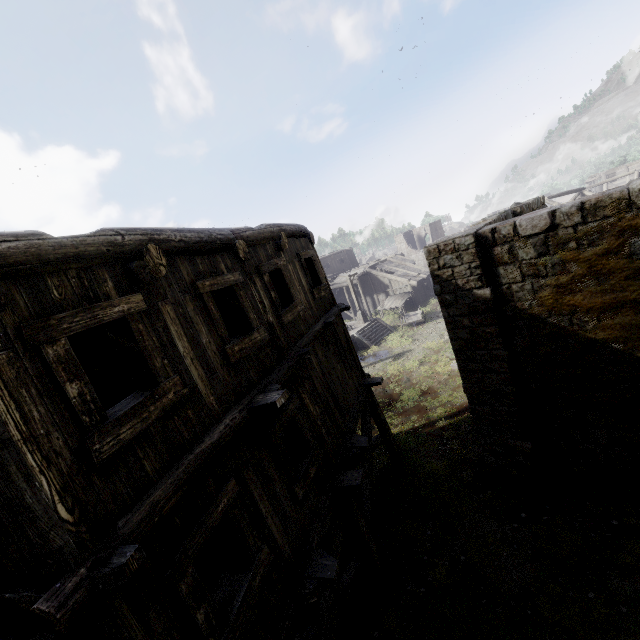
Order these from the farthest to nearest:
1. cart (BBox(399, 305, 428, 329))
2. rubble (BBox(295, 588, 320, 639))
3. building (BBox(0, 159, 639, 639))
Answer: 1. cart (BBox(399, 305, 428, 329))
2. rubble (BBox(295, 588, 320, 639))
3. building (BBox(0, 159, 639, 639))

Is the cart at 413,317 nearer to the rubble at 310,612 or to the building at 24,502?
the building at 24,502

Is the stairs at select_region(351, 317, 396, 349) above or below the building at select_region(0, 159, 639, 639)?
below

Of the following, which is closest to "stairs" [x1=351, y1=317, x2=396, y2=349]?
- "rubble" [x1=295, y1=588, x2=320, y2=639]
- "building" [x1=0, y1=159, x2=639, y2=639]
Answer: "building" [x1=0, y1=159, x2=639, y2=639]

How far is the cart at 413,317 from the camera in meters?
28.9 m

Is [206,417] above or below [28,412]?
below

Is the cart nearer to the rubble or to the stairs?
the stairs

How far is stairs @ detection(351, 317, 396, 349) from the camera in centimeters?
2745cm
